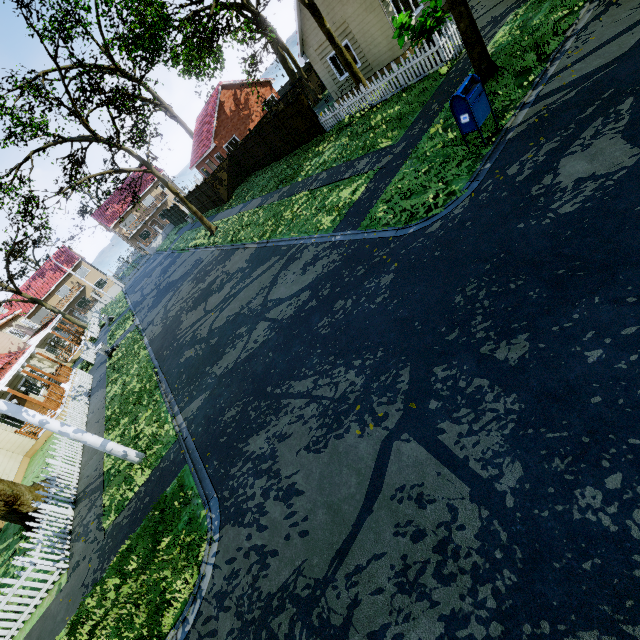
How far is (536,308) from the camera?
4.2m

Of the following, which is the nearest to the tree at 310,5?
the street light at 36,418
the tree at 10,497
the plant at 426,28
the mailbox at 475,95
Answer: the tree at 10,497

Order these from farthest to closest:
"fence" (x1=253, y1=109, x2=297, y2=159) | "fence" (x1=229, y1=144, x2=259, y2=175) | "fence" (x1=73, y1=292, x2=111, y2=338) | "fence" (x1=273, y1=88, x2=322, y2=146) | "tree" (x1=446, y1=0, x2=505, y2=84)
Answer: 1. "fence" (x1=73, y1=292, x2=111, y2=338)
2. "fence" (x1=229, y1=144, x2=259, y2=175)
3. "fence" (x1=253, y1=109, x2=297, y2=159)
4. "fence" (x1=273, y1=88, x2=322, y2=146)
5. "tree" (x1=446, y1=0, x2=505, y2=84)

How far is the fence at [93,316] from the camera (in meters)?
31.07

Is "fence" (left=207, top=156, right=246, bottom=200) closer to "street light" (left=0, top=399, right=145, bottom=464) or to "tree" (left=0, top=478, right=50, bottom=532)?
"tree" (left=0, top=478, right=50, bottom=532)

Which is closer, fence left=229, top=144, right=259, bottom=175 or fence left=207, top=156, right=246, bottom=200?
fence left=229, top=144, right=259, bottom=175

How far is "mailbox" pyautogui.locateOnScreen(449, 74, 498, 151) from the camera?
6.7 meters

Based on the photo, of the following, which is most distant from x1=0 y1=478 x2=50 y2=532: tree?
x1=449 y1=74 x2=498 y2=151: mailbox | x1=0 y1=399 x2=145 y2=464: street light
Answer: x1=0 y1=399 x2=145 y2=464: street light
